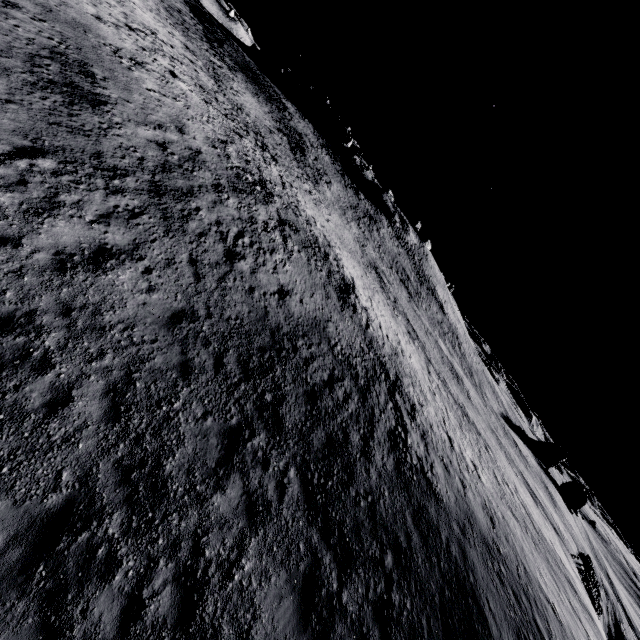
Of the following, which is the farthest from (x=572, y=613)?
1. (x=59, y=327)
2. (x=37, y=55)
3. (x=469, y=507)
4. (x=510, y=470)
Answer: (x=37, y=55)
